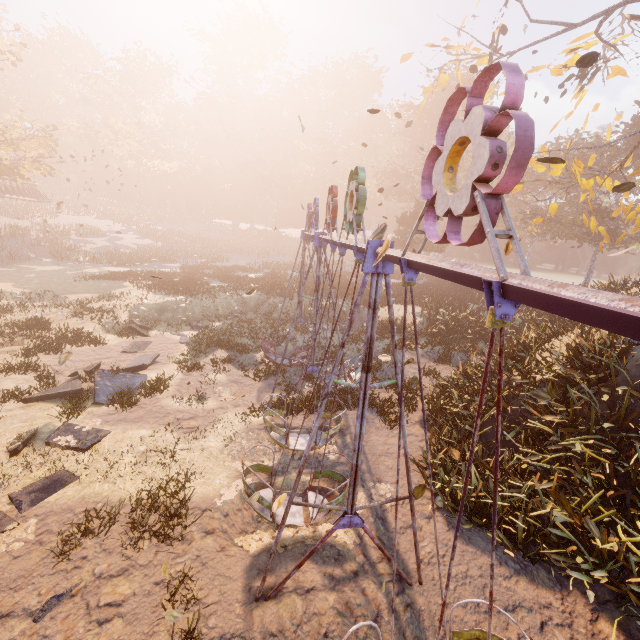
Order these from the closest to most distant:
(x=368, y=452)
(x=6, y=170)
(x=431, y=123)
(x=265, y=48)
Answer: (x=368, y=452)
(x=6, y=170)
(x=431, y=123)
(x=265, y=48)

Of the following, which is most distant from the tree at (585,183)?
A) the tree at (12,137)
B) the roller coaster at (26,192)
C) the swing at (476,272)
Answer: the tree at (12,137)

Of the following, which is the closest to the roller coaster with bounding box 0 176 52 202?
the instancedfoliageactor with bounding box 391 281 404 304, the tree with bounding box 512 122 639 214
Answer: the instancedfoliageactor with bounding box 391 281 404 304

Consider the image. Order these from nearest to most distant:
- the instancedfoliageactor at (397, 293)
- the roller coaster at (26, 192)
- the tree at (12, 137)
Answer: the instancedfoliageactor at (397, 293)
the tree at (12, 137)
the roller coaster at (26, 192)

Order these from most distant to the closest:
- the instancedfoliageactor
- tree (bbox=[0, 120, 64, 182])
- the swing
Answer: tree (bbox=[0, 120, 64, 182]) < the instancedfoliageactor < the swing

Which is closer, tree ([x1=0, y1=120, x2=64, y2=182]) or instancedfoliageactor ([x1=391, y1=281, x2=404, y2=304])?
instancedfoliageactor ([x1=391, y1=281, x2=404, y2=304])

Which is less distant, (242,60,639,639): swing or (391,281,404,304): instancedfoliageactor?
(242,60,639,639): swing

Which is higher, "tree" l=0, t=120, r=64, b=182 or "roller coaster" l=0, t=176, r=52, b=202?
"tree" l=0, t=120, r=64, b=182
